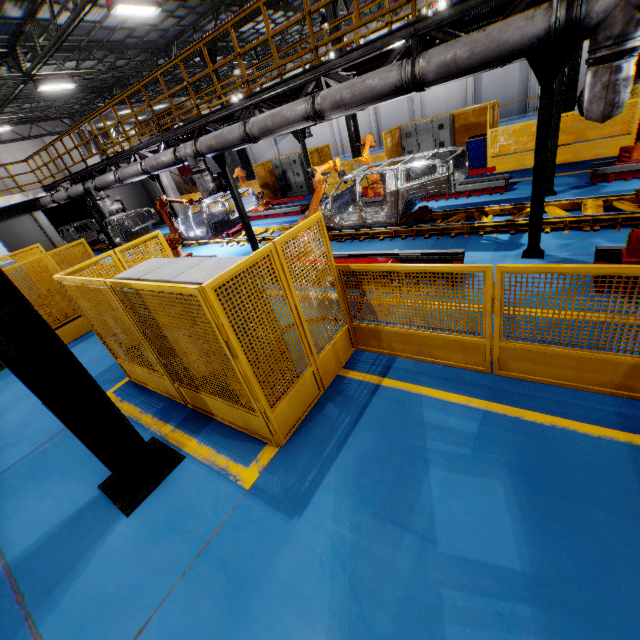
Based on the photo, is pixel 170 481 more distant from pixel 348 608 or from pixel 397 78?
pixel 397 78

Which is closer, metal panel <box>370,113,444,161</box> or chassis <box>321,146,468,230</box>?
chassis <box>321,146,468,230</box>

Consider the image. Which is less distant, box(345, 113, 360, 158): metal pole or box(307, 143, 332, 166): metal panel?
box(345, 113, 360, 158): metal pole

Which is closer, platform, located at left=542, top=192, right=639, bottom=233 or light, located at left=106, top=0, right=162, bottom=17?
platform, located at left=542, top=192, right=639, bottom=233

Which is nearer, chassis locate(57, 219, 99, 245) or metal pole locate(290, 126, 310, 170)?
metal pole locate(290, 126, 310, 170)

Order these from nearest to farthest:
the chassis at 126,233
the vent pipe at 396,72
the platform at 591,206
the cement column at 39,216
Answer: the vent pipe at 396,72
the platform at 591,206
the chassis at 126,233
the cement column at 39,216

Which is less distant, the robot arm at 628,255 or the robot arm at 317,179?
the robot arm at 628,255

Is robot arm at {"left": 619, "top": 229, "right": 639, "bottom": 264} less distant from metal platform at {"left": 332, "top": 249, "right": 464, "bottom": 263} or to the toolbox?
metal platform at {"left": 332, "top": 249, "right": 464, "bottom": 263}
